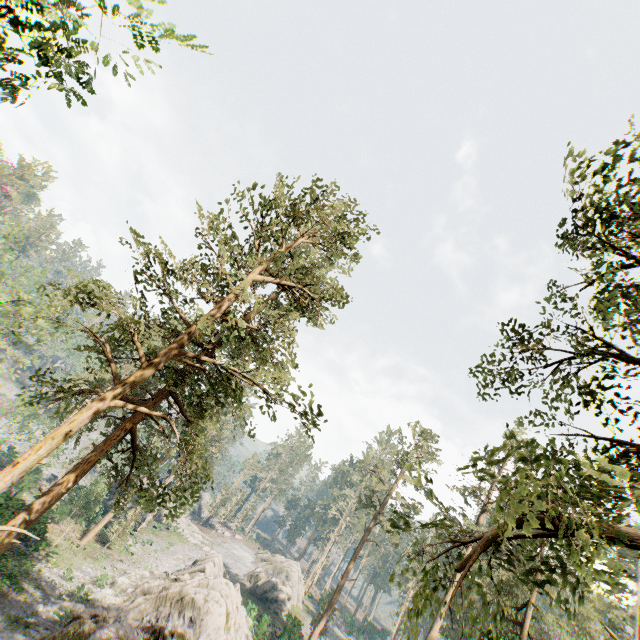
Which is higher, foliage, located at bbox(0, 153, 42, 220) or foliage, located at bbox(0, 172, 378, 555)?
foliage, located at bbox(0, 153, 42, 220)

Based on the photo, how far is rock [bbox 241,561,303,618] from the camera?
46.72m

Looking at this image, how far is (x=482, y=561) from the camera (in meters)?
43.94

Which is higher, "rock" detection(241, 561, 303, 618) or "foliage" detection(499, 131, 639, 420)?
"foliage" detection(499, 131, 639, 420)

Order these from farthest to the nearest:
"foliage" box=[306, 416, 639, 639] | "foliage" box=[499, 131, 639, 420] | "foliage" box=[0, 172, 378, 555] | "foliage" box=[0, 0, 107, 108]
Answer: "foliage" box=[0, 172, 378, 555], "foliage" box=[499, 131, 639, 420], "foliage" box=[0, 0, 107, 108], "foliage" box=[306, 416, 639, 639]

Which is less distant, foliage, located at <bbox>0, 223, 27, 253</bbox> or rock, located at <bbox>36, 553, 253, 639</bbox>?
rock, located at <bbox>36, 553, 253, 639</bbox>

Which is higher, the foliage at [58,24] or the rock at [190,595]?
the foliage at [58,24]

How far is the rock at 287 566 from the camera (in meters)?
46.72
